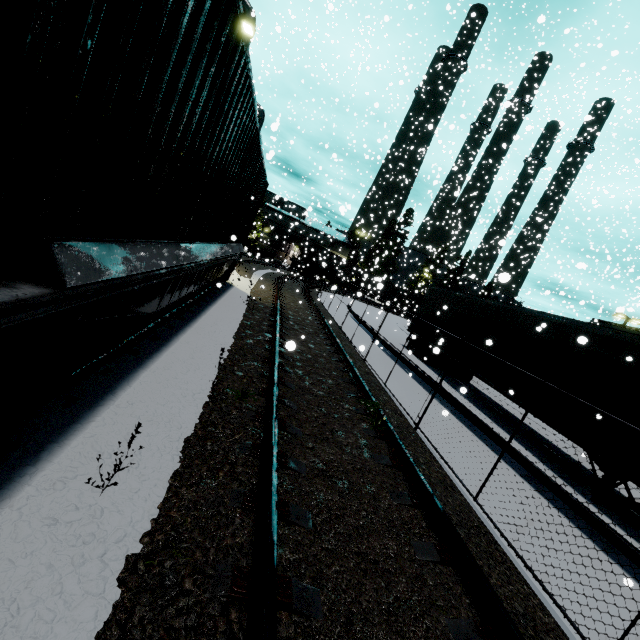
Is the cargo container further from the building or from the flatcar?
the building

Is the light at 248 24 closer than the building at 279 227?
Yes

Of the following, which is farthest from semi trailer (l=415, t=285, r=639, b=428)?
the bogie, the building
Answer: the bogie

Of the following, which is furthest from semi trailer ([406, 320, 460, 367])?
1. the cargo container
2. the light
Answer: the light

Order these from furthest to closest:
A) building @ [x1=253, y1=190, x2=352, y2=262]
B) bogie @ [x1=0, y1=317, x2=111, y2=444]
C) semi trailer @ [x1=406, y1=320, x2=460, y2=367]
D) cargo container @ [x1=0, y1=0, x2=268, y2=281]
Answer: building @ [x1=253, y1=190, x2=352, y2=262]
semi trailer @ [x1=406, y1=320, x2=460, y2=367]
bogie @ [x1=0, y1=317, x2=111, y2=444]
cargo container @ [x1=0, y1=0, x2=268, y2=281]

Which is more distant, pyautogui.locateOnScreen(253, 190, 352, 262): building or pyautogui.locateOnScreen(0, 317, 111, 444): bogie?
pyautogui.locateOnScreen(253, 190, 352, 262): building

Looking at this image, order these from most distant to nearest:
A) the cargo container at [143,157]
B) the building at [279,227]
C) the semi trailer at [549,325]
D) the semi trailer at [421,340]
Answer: the building at [279,227]
the semi trailer at [421,340]
the semi trailer at [549,325]
the cargo container at [143,157]

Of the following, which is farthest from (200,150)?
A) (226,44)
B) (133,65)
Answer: (133,65)
